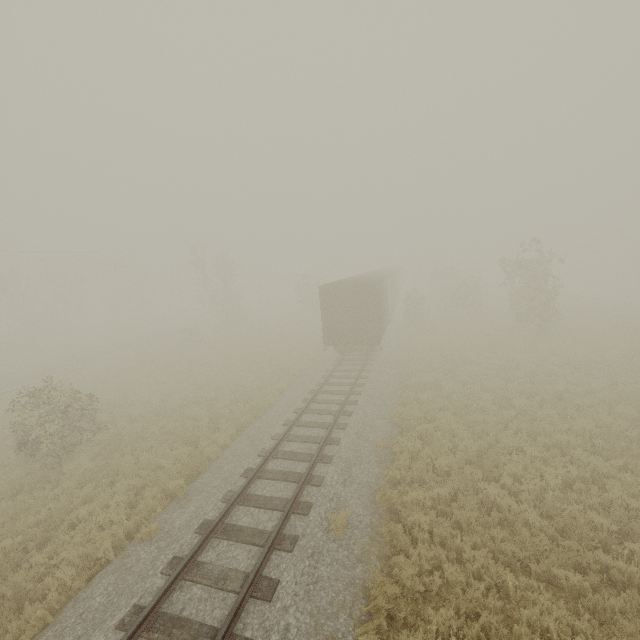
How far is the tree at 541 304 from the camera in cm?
2222

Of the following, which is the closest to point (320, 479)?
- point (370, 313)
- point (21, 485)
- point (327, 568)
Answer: point (327, 568)

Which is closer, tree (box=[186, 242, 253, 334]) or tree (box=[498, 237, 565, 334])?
tree (box=[498, 237, 565, 334])

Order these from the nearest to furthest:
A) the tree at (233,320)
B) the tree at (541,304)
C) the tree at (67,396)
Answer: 1. the tree at (67,396)
2. the tree at (541,304)
3. the tree at (233,320)

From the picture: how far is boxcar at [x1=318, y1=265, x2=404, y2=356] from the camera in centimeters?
1844cm

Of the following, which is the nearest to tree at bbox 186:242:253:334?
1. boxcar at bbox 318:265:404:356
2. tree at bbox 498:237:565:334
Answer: tree at bbox 498:237:565:334

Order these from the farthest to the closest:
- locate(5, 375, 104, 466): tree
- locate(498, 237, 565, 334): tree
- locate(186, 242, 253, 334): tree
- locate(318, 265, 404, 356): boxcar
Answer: locate(186, 242, 253, 334): tree < locate(498, 237, 565, 334): tree < locate(318, 265, 404, 356): boxcar < locate(5, 375, 104, 466): tree

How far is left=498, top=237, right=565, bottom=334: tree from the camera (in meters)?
22.22
